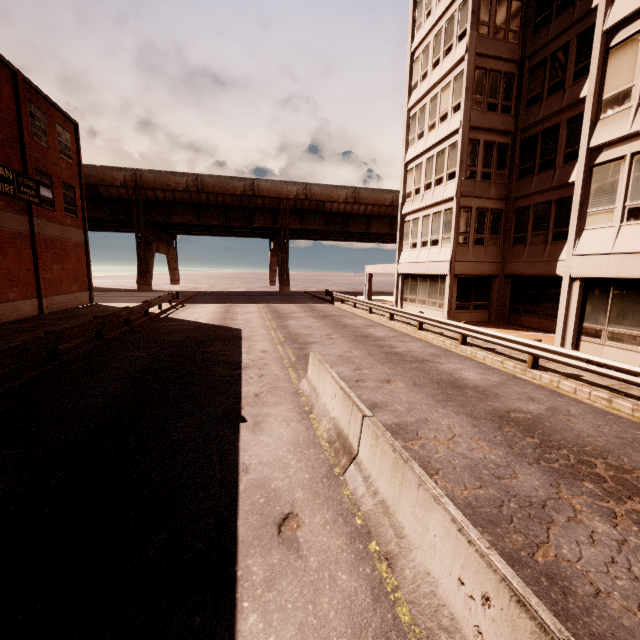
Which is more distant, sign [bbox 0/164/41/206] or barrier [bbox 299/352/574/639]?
sign [bbox 0/164/41/206]

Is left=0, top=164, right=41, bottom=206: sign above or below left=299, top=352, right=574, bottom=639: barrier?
above

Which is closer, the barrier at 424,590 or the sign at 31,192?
the barrier at 424,590

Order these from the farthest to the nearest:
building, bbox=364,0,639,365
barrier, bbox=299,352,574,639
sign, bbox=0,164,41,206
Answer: sign, bbox=0,164,41,206, building, bbox=364,0,639,365, barrier, bbox=299,352,574,639

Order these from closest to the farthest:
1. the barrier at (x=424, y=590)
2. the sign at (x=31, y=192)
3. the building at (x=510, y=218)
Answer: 1. the barrier at (x=424, y=590)
2. the building at (x=510, y=218)
3. the sign at (x=31, y=192)

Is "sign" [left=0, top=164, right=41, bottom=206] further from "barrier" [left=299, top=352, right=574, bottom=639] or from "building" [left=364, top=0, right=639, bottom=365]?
"building" [left=364, top=0, right=639, bottom=365]

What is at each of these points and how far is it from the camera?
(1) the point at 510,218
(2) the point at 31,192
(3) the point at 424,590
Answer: (1) building, 19.3m
(2) sign, 19.2m
(3) barrier, 3.0m
